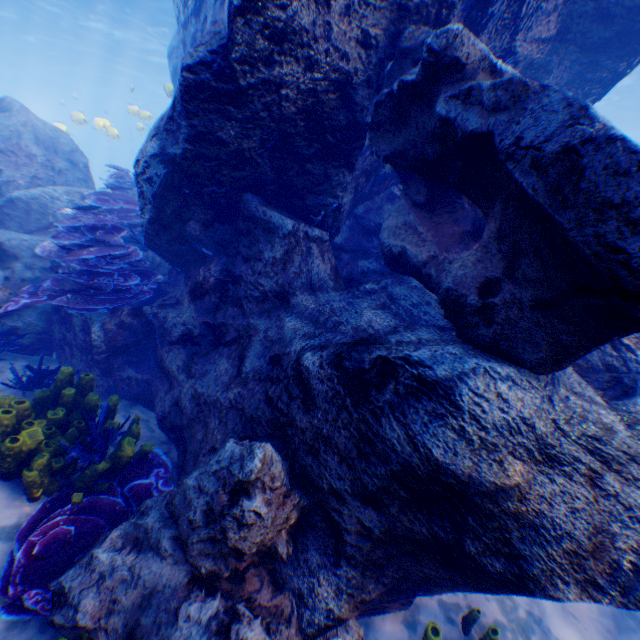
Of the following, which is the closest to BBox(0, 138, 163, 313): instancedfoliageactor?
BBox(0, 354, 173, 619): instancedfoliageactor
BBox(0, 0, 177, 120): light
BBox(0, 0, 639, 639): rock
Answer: BBox(0, 0, 639, 639): rock

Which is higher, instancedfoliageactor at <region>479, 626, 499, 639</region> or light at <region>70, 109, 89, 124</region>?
light at <region>70, 109, 89, 124</region>

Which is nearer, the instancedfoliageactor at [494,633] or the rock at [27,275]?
the instancedfoliageactor at [494,633]

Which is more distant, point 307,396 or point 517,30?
point 517,30

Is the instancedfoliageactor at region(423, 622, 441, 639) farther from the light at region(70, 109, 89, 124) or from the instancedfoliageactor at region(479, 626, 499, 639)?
the light at region(70, 109, 89, 124)

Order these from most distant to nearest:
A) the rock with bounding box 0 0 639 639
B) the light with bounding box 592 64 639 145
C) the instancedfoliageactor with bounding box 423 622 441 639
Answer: the light with bounding box 592 64 639 145
the instancedfoliageactor with bounding box 423 622 441 639
the rock with bounding box 0 0 639 639

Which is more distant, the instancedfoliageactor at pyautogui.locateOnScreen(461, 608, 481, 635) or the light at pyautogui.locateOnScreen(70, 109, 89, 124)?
the light at pyautogui.locateOnScreen(70, 109, 89, 124)

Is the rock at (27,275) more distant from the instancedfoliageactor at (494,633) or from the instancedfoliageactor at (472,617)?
the instancedfoliageactor at (494,633)
